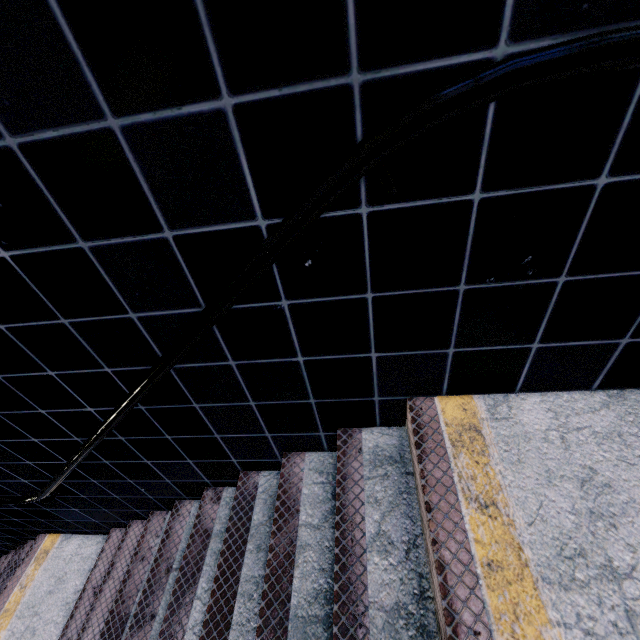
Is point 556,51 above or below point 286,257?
above
